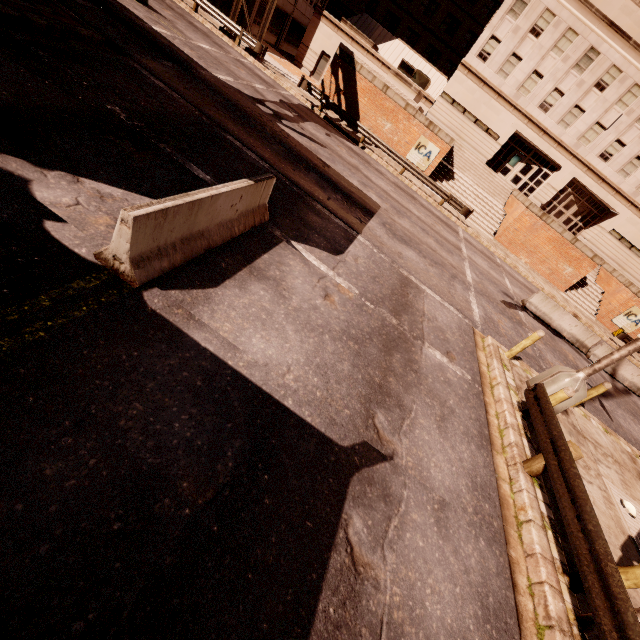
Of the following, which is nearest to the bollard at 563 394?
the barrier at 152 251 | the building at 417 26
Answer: the barrier at 152 251

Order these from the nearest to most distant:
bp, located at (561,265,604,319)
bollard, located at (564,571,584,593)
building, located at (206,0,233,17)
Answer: bollard, located at (564,571,584,593) → bp, located at (561,265,604,319) → building, located at (206,0,233,17)

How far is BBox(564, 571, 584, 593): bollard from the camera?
4.7 meters

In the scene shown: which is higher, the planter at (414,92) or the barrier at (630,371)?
the planter at (414,92)

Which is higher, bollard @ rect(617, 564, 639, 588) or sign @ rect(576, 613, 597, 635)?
bollard @ rect(617, 564, 639, 588)

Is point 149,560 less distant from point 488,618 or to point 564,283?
point 488,618

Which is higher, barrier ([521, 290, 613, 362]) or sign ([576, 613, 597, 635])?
barrier ([521, 290, 613, 362])

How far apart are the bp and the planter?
18.3 meters
